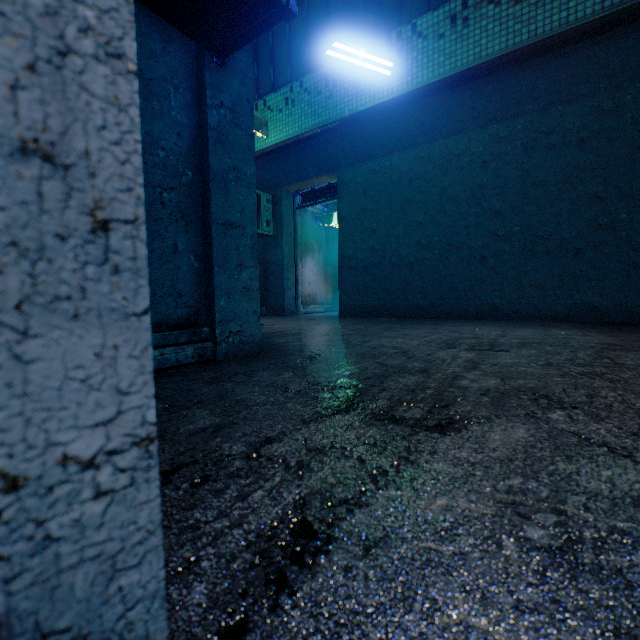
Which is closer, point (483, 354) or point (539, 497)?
point (539, 497)

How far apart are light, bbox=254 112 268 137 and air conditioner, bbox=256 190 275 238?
1.06m

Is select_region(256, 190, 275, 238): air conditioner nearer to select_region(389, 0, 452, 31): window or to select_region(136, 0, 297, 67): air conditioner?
select_region(389, 0, 452, 31): window

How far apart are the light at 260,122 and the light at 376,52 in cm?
191

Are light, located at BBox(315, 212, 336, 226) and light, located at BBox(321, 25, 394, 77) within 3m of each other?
no

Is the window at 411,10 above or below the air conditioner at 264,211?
above

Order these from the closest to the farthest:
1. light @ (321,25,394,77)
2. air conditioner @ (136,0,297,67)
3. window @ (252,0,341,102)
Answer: air conditioner @ (136,0,297,67)
light @ (321,25,394,77)
window @ (252,0,341,102)

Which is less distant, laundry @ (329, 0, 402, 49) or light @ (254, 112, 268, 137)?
laundry @ (329, 0, 402, 49)
